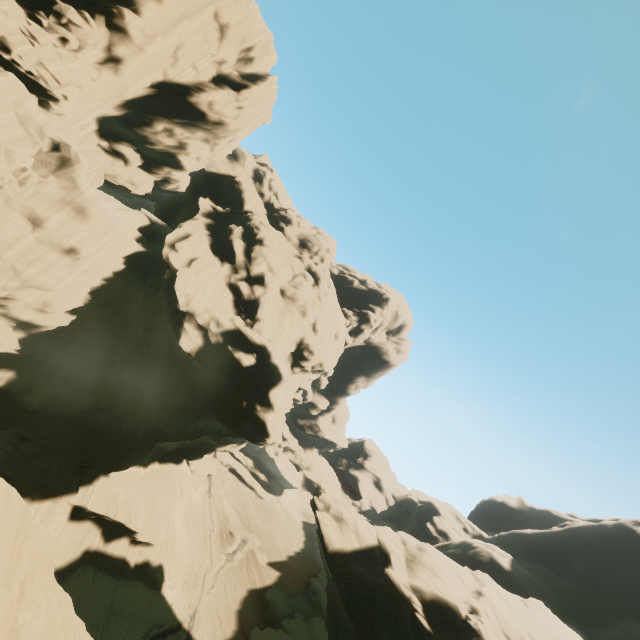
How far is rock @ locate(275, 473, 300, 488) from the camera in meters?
59.2 m

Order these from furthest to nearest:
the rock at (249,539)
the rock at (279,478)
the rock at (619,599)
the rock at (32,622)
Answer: the rock at (279,478) < the rock at (249,539) < the rock at (619,599) < the rock at (32,622)

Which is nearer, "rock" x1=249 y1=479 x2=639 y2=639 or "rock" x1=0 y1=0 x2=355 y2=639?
"rock" x1=0 y1=0 x2=355 y2=639

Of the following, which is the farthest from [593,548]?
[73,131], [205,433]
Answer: [73,131]

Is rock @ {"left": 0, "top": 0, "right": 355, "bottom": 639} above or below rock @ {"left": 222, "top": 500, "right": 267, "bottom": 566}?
above

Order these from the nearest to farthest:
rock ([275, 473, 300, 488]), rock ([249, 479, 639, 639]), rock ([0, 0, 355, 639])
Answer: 1. rock ([0, 0, 355, 639])
2. rock ([249, 479, 639, 639])
3. rock ([275, 473, 300, 488])

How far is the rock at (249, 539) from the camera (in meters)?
43.25
